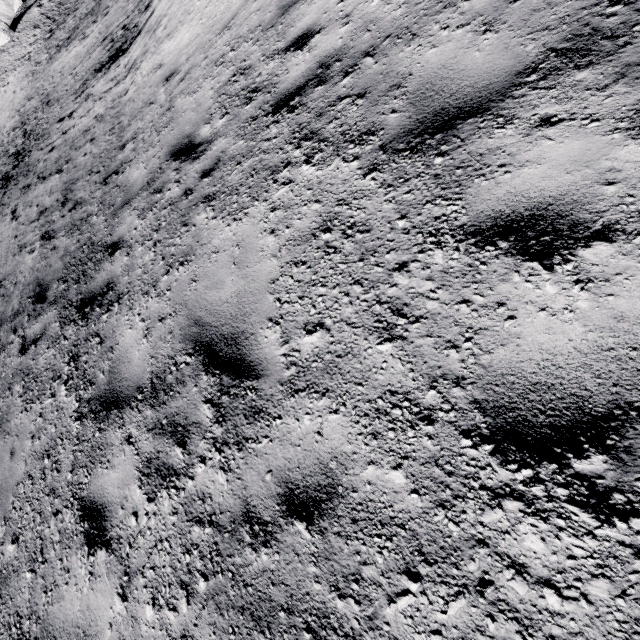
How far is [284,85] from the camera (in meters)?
3.96
